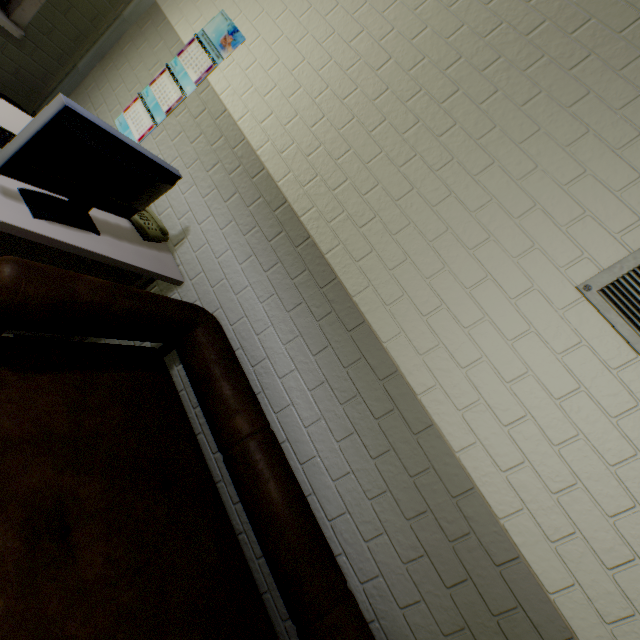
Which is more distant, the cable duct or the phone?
the cable duct

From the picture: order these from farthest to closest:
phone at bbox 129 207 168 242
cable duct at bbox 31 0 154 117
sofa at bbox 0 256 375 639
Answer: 1. cable duct at bbox 31 0 154 117
2. phone at bbox 129 207 168 242
3. sofa at bbox 0 256 375 639

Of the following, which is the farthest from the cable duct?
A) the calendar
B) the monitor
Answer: the monitor

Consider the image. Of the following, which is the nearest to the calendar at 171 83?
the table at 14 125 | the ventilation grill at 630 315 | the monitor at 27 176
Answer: the table at 14 125

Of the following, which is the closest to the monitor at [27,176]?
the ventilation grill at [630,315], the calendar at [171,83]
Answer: the calendar at [171,83]

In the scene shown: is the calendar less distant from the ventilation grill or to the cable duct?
the cable duct

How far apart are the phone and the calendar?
0.6 meters

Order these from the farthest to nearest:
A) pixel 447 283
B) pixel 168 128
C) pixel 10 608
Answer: pixel 168 128
pixel 447 283
pixel 10 608
